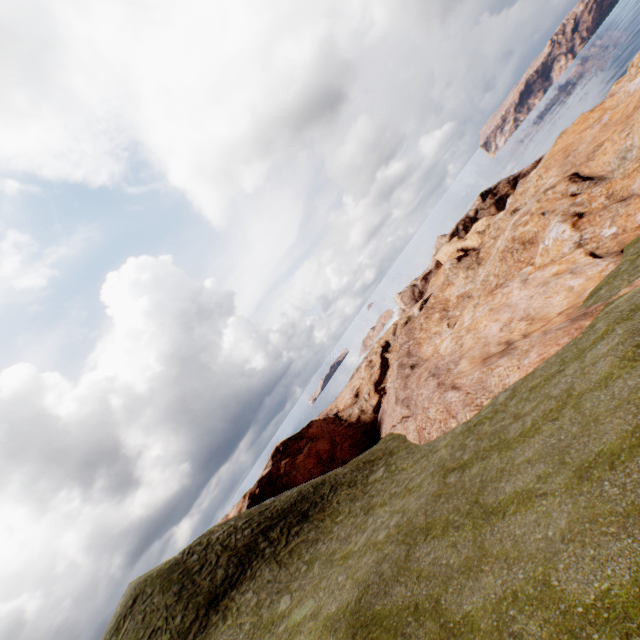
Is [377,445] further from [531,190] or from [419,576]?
[531,190]
